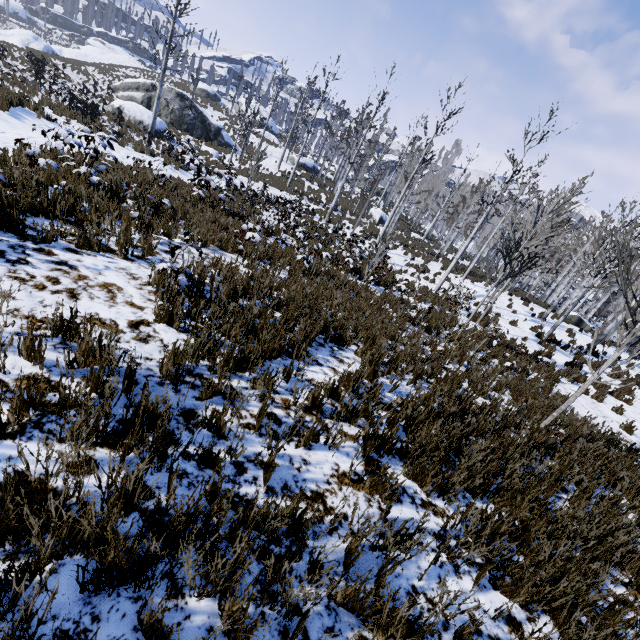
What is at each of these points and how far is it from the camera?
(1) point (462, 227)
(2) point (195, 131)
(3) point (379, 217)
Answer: (1) instancedfoliageactor, 22.5m
(2) rock, 28.3m
(3) rock, 34.6m

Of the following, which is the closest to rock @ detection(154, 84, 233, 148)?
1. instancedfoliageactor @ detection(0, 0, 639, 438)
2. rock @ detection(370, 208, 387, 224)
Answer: instancedfoliageactor @ detection(0, 0, 639, 438)

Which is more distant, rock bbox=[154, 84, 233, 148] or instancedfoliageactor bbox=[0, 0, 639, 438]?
rock bbox=[154, 84, 233, 148]

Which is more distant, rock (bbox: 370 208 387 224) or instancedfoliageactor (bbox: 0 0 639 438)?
rock (bbox: 370 208 387 224)

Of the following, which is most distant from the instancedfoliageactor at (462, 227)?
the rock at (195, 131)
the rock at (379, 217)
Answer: the rock at (195, 131)

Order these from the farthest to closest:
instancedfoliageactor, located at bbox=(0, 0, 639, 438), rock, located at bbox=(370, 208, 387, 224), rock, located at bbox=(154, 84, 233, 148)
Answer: rock, located at bbox=(370, 208, 387, 224) < rock, located at bbox=(154, 84, 233, 148) < instancedfoliageactor, located at bbox=(0, 0, 639, 438)
